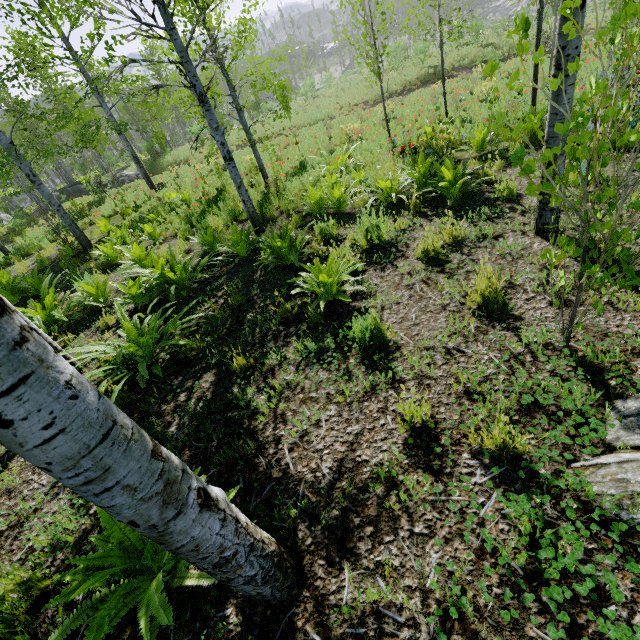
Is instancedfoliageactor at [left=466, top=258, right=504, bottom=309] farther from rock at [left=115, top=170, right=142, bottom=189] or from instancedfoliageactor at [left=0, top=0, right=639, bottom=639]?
rock at [left=115, top=170, right=142, bottom=189]

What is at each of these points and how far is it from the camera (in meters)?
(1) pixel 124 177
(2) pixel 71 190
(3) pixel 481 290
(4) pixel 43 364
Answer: (1) rock, 24.92
(2) rock, 25.94
(3) instancedfoliageactor, 3.05
(4) instancedfoliageactor, 0.81

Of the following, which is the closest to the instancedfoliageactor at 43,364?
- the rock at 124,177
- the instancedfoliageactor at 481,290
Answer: the rock at 124,177

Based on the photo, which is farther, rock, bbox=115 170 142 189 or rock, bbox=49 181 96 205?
rock, bbox=49 181 96 205

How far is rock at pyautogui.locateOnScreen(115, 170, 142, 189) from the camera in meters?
19.1
